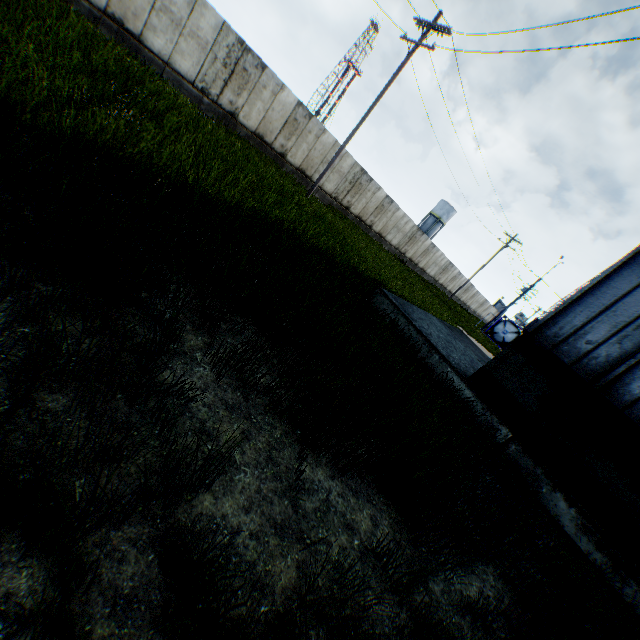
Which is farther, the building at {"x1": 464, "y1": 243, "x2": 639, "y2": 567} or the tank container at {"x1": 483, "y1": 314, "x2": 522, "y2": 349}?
the tank container at {"x1": 483, "y1": 314, "x2": 522, "y2": 349}

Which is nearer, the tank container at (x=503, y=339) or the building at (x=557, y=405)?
the building at (x=557, y=405)

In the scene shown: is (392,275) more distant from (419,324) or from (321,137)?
(321,137)

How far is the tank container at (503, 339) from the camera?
36.0m

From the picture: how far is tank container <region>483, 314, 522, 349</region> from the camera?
36.0 meters
